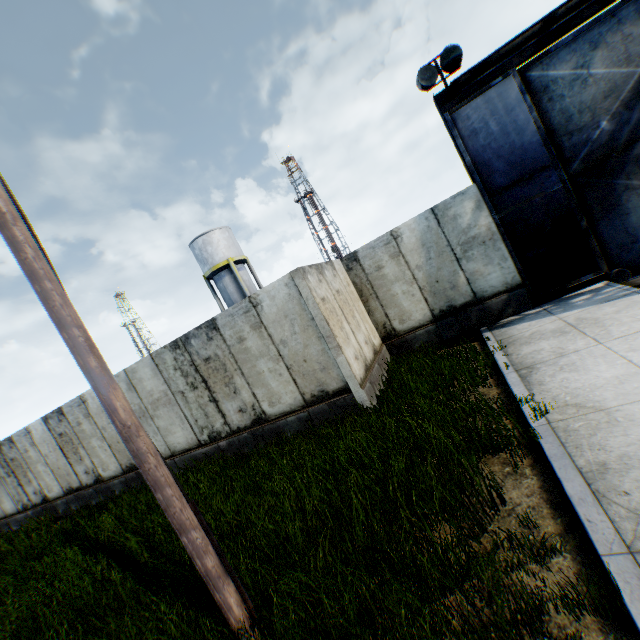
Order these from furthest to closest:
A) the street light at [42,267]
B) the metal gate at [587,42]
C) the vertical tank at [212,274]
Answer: the vertical tank at [212,274] → the metal gate at [587,42] → the street light at [42,267]

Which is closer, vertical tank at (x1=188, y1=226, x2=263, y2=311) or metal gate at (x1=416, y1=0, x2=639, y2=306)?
metal gate at (x1=416, y1=0, x2=639, y2=306)

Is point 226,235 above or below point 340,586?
above

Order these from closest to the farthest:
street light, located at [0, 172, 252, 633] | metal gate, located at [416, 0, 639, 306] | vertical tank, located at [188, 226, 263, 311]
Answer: street light, located at [0, 172, 252, 633] < metal gate, located at [416, 0, 639, 306] < vertical tank, located at [188, 226, 263, 311]

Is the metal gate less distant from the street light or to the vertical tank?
the street light

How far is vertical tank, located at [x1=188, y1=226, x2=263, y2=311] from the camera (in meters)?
27.88

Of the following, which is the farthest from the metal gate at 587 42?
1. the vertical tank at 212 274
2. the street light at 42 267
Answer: the vertical tank at 212 274
